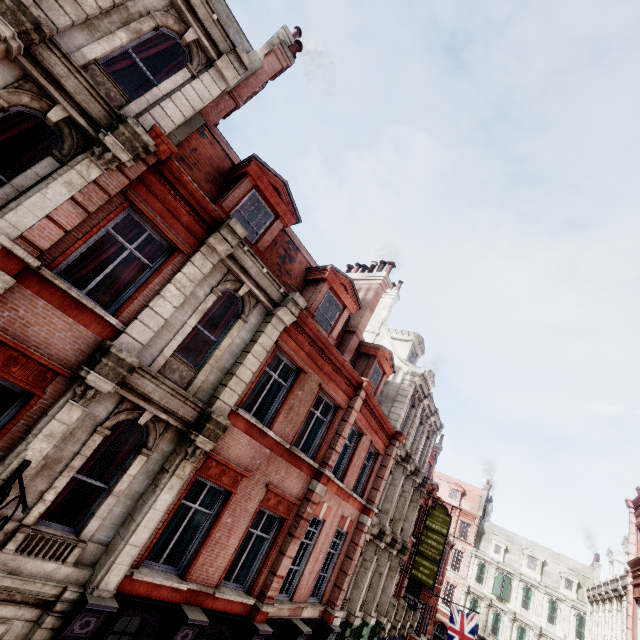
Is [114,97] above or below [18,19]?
above

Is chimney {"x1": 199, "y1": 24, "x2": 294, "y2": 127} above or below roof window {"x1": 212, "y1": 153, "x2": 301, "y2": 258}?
above

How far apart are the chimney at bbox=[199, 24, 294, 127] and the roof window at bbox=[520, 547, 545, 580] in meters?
55.9

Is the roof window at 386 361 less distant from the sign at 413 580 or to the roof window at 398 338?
the roof window at 398 338

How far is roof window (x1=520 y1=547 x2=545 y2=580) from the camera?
39.7 meters

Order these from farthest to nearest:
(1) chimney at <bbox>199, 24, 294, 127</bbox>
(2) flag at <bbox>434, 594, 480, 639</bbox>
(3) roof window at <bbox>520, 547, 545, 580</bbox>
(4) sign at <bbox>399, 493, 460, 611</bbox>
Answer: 1. (3) roof window at <bbox>520, 547, 545, 580</bbox>
2. (2) flag at <bbox>434, 594, 480, 639</bbox>
3. (4) sign at <bbox>399, 493, 460, 611</bbox>
4. (1) chimney at <bbox>199, 24, 294, 127</bbox>

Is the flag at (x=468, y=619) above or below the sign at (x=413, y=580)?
below

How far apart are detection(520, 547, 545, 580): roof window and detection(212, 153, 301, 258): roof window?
52.1m
